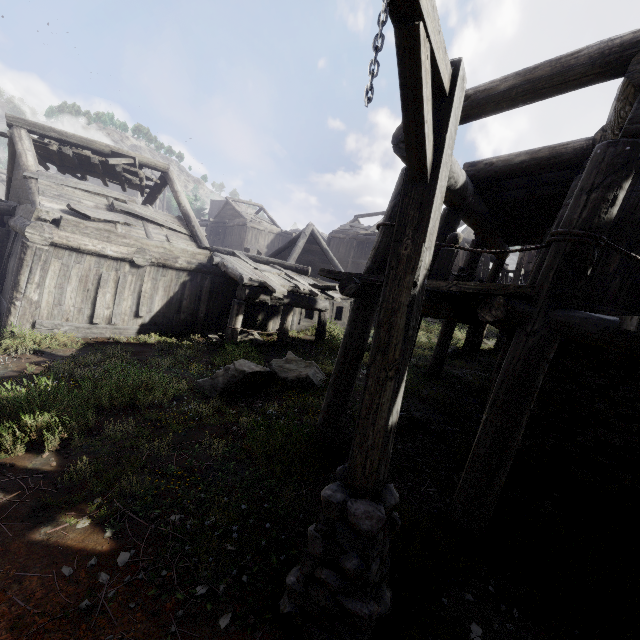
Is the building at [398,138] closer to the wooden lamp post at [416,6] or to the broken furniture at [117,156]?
the broken furniture at [117,156]

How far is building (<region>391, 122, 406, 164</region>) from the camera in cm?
443

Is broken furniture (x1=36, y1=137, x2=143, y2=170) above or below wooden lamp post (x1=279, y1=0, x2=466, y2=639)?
above

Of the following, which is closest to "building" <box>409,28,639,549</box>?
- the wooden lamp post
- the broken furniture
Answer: the broken furniture

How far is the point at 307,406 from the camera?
7.2 meters

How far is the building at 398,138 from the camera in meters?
4.4

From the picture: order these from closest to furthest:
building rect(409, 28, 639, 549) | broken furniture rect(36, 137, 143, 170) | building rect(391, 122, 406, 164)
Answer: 1. building rect(409, 28, 639, 549)
2. building rect(391, 122, 406, 164)
3. broken furniture rect(36, 137, 143, 170)
